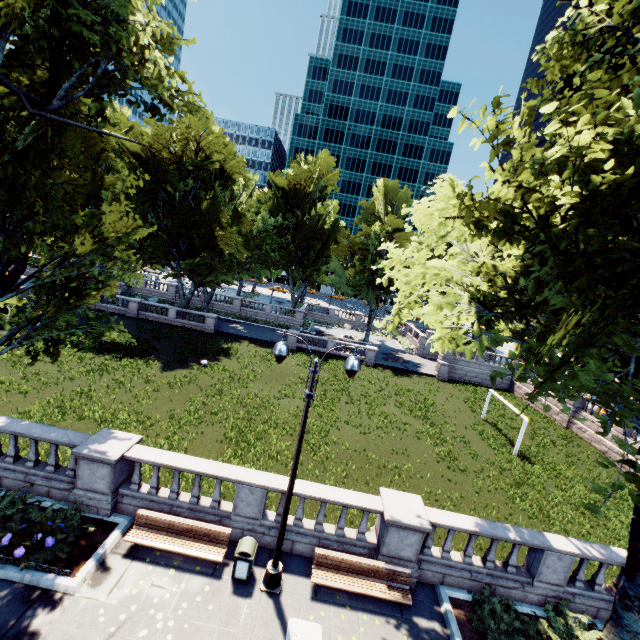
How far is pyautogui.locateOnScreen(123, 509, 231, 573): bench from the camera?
9.4m

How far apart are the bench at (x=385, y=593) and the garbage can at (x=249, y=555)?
1.8 meters

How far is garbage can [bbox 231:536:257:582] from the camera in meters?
9.1 m

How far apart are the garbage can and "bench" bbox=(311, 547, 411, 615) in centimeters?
175cm

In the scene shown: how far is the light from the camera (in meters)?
8.09

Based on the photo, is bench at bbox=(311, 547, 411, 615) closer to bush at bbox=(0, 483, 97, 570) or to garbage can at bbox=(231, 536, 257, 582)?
garbage can at bbox=(231, 536, 257, 582)

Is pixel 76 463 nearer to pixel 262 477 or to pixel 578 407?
pixel 262 477

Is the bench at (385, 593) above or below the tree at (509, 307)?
below
